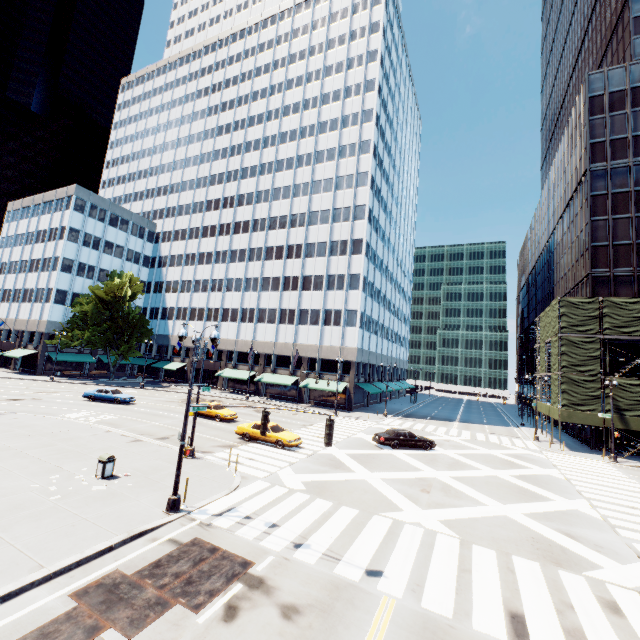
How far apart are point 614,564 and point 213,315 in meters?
56.9

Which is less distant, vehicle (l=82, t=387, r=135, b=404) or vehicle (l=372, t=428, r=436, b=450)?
vehicle (l=372, t=428, r=436, b=450)

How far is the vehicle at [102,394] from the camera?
34.2 meters

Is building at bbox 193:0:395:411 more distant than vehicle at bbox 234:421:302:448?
Yes

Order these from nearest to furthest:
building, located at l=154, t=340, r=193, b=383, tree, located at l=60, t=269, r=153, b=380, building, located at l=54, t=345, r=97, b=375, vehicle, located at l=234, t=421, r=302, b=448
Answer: vehicle, located at l=234, t=421, r=302, b=448
tree, located at l=60, t=269, r=153, b=380
building, located at l=54, t=345, r=97, b=375
building, located at l=154, t=340, r=193, b=383

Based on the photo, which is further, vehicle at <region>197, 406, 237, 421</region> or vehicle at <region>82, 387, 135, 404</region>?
vehicle at <region>82, 387, 135, 404</region>

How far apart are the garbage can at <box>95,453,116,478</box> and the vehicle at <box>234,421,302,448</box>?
10.1 meters

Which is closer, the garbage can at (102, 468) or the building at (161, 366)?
the garbage can at (102, 468)
